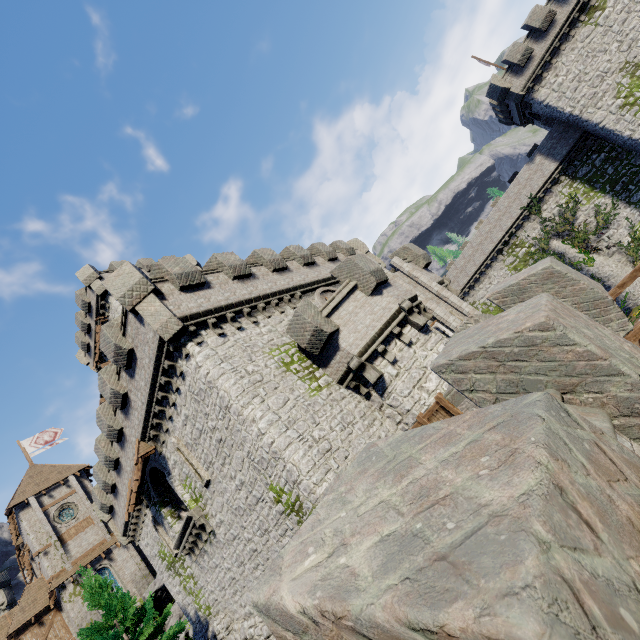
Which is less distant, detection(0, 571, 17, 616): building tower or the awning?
the awning

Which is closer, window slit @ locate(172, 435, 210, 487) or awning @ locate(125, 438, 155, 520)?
window slit @ locate(172, 435, 210, 487)

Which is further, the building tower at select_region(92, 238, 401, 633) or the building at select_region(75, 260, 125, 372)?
the building at select_region(75, 260, 125, 372)

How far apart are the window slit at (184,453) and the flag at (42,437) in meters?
35.5 m

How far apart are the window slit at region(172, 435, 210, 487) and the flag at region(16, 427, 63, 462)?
35.51m

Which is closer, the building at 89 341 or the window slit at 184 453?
the window slit at 184 453

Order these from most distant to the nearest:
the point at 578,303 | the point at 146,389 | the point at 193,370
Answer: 1. the point at 146,389
2. the point at 193,370
3. the point at 578,303

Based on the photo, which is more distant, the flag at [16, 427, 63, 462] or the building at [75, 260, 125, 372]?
the flag at [16, 427, 63, 462]
